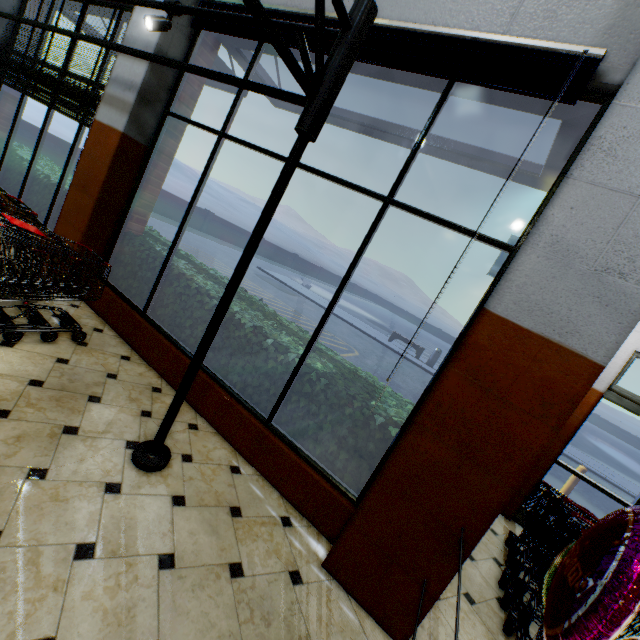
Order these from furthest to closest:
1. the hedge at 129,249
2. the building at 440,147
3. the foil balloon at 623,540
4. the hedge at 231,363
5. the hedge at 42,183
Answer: the hedge at 42,183
the hedge at 129,249
the hedge at 231,363
the building at 440,147
the foil balloon at 623,540

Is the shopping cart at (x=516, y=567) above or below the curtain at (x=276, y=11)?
below

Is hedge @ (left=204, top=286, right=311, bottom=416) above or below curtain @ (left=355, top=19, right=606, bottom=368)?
below

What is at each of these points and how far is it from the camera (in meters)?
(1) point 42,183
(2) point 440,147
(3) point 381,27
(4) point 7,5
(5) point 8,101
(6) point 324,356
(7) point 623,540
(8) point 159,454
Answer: (1) hedge, 5.45
(2) building, 3.88
(3) curtain, 2.61
(4) building, 5.84
(5) building, 6.42
(6) hedge, 3.56
(7) foil balloon, 1.21
(8) light truss, 2.52

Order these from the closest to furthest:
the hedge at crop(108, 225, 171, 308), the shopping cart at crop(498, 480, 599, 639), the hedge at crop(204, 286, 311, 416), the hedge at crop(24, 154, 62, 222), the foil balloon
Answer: the foil balloon → the shopping cart at crop(498, 480, 599, 639) → the hedge at crop(204, 286, 311, 416) → the hedge at crop(108, 225, 171, 308) → the hedge at crop(24, 154, 62, 222)

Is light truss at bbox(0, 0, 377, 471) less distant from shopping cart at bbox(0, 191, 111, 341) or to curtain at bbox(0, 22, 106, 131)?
curtain at bbox(0, 22, 106, 131)

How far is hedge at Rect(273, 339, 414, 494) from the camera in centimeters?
278cm

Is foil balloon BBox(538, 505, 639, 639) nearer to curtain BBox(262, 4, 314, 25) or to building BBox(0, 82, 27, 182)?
building BBox(0, 82, 27, 182)
